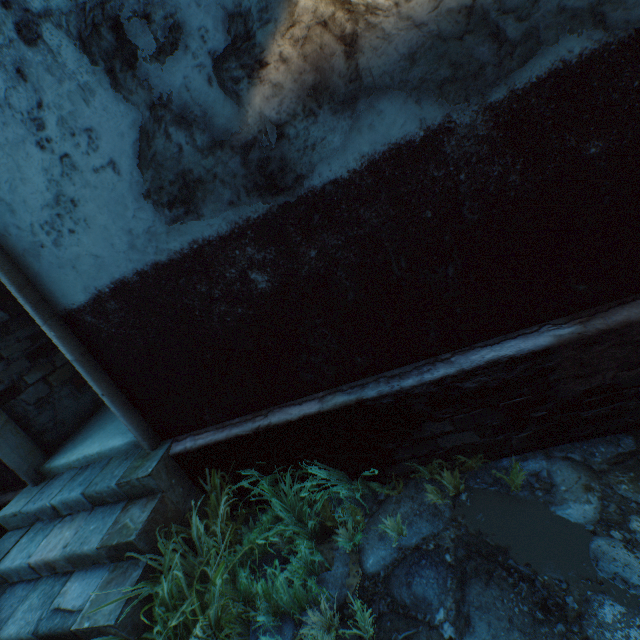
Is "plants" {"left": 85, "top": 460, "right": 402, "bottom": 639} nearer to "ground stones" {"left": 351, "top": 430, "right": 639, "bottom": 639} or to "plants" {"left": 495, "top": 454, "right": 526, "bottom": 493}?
"ground stones" {"left": 351, "top": 430, "right": 639, "bottom": 639}

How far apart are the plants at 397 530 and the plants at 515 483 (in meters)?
0.76

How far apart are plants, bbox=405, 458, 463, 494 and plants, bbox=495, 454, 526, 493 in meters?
0.3 m

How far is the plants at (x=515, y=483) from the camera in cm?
220

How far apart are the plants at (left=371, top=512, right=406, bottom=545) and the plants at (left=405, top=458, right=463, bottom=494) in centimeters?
26cm

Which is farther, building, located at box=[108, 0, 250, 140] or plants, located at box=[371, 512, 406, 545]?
plants, located at box=[371, 512, 406, 545]

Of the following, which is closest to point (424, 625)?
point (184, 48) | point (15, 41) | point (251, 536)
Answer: point (251, 536)

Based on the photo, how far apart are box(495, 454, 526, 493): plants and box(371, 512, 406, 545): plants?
0.76m
